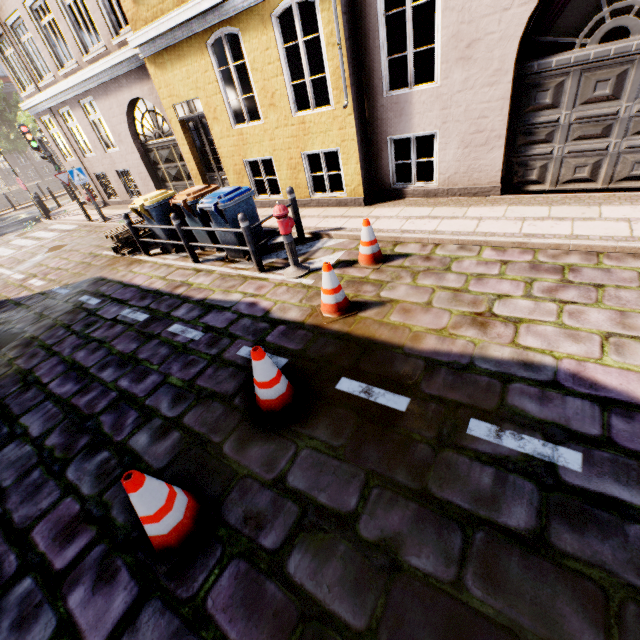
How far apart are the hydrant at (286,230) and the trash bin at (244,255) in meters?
1.1

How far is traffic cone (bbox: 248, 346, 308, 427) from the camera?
3.0 meters

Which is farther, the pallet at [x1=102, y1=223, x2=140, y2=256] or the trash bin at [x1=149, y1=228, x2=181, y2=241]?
the pallet at [x1=102, y1=223, x2=140, y2=256]

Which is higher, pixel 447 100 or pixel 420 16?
pixel 420 16

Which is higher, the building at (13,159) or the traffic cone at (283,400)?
the building at (13,159)

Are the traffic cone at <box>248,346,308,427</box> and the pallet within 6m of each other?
no

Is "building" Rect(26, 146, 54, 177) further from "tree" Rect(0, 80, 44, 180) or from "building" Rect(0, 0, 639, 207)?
"building" Rect(0, 0, 639, 207)

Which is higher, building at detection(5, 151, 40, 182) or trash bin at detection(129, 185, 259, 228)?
building at detection(5, 151, 40, 182)
